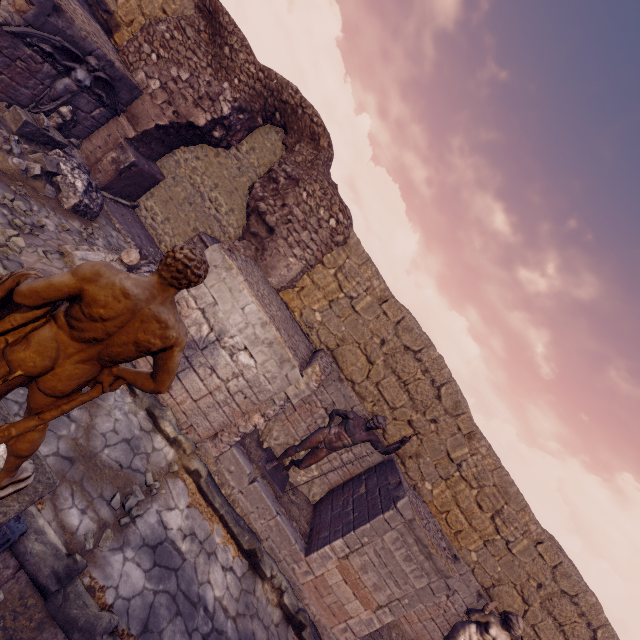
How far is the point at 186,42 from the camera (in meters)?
7.99

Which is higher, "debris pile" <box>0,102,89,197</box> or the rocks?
"debris pile" <box>0,102,89,197</box>

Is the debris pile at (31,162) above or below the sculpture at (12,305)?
below

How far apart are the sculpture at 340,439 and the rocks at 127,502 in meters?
2.6 m

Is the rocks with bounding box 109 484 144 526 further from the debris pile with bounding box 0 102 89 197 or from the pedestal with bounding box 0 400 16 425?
the debris pile with bounding box 0 102 89 197

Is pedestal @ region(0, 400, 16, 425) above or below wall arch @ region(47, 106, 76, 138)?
above

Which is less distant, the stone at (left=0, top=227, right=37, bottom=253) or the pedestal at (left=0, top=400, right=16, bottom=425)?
the pedestal at (left=0, top=400, right=16, bottom=425)

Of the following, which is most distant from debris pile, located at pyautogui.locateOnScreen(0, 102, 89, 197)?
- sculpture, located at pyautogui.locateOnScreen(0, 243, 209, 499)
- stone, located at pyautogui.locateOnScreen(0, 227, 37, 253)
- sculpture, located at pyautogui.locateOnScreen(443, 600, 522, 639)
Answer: sculpture, located at pyautogui.locateOnScreen(443, 600, 522, 639)
